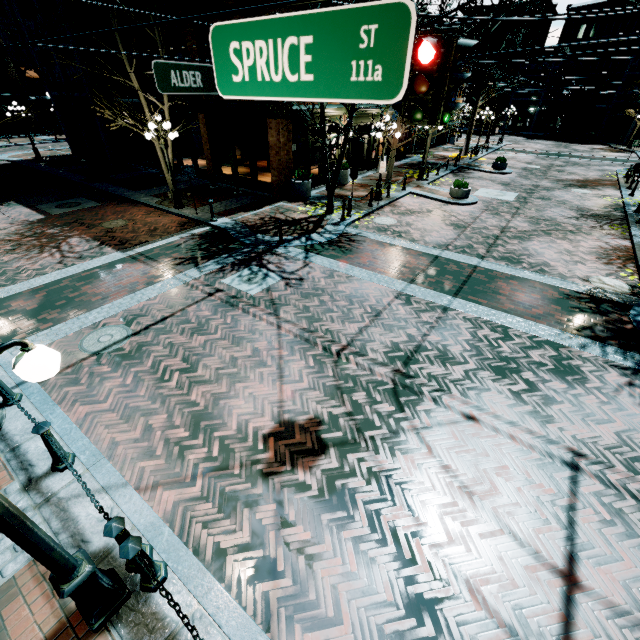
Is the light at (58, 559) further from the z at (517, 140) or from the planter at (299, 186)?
the z at (517, 140)

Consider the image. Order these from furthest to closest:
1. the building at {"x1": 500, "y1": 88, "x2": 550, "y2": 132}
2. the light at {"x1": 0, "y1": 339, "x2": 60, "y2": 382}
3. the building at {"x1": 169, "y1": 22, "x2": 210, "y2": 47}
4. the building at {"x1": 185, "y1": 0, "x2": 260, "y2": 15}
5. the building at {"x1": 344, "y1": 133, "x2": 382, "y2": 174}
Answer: the building at {"x1": 500, "y1": 88, "x2": 550, "y2": 132}
the building at {"x1": 344, "y1": 133, "x2": 382, "y2": 174}
the building at {"x1": 169, "y1": 22, "x2": 210, "y2": 47}
the building at {"x1": 185, "y1": 0, "x2": 260, "y2": 15}
the light at {"x1": 0, "y1": 339, "x2": 60, "y2": 382}

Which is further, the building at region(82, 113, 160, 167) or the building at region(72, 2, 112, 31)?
the building at region(82, 113, 160, 167)

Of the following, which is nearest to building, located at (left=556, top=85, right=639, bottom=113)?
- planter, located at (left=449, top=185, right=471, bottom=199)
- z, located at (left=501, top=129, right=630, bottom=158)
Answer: z, located at (left=501, top=129, right=630, bottom=158)

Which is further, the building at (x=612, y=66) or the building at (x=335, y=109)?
the building at (x=612, y=66)

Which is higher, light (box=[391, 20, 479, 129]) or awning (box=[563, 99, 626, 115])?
light (box=[391, 20, 479, 129])

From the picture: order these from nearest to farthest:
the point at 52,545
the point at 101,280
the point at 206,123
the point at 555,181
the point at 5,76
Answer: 1. the point at 52,545
2. the point at 101,280
3. the point at 206,123
4. the point at 555,181
5. the point at 5,76

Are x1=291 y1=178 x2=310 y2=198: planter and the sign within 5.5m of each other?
yes
